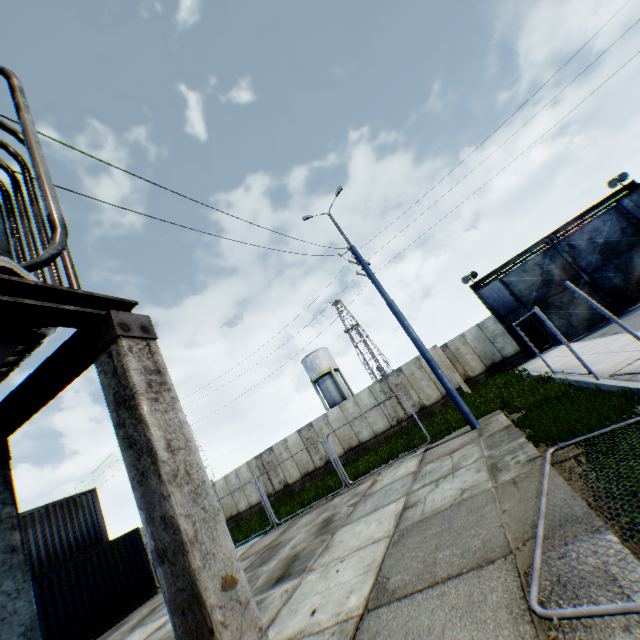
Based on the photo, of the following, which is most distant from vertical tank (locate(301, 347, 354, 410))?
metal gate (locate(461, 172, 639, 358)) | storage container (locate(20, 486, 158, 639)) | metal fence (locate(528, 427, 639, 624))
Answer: metal fence (locate(528, 427, 639, 624))

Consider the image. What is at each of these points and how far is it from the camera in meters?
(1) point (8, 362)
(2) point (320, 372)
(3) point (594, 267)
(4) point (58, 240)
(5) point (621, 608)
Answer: (1) electrical compensator, 2.9
(2) vertical tank, 41.2
(3) metal gate, 19.9
(4) electrical compensator, 2.3
(5) metal fence, 2.2

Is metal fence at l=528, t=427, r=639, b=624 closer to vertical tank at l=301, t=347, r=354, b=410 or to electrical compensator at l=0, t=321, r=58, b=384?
electrical compensator at l=0, t=321, r=58, b=384

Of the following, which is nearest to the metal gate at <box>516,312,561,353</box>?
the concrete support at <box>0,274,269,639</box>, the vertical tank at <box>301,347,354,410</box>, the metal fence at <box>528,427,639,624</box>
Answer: the metal fence at <box>528,427,639,624</box>

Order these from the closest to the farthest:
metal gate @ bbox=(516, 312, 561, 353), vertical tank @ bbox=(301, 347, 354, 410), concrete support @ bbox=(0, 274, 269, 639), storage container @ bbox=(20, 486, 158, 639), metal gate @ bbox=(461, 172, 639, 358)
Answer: concrete support @ bbox=(0, 274, 269, 639) → storage container @ bbox=(20, 486, 158, 639) → metal gate @ bbox=(461, 172, 639, 358) → metal gate @ bbox=(516, 312, 561, 353) → vertical tank @ bbox=(301, 347, 354, 410)

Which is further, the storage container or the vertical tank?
the vertical tank

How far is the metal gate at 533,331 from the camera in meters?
20.2

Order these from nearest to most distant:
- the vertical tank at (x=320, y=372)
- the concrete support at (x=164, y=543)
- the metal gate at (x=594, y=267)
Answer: the concrete support at (x=164, y=543)
the metal gate at (x=594, y=267)
the vertical tank at (x=320, y=372)
